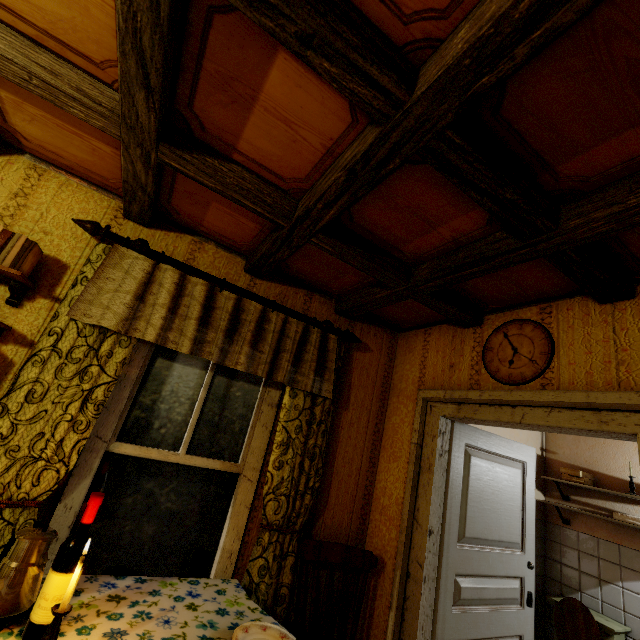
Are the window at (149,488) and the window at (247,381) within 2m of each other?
yes

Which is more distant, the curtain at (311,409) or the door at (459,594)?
the door at (459,594)

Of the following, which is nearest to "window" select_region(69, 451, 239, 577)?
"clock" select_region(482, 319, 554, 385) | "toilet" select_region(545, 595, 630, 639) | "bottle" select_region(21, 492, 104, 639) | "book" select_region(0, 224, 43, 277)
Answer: "bottle" select_region(21, 492, 104, 639)

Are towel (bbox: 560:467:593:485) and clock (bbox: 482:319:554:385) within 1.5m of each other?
no

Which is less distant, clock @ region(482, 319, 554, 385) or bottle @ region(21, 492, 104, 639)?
bottle @ region(21, 492, 104, 639)

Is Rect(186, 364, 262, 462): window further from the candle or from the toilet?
the toilet

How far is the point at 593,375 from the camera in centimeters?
170cm

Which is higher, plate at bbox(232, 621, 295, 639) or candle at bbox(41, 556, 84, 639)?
candle at bbox(41, 556, 84, 639)
